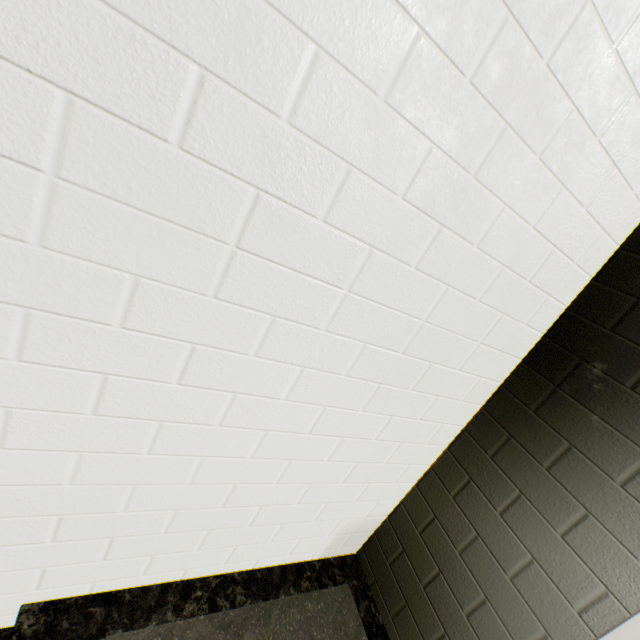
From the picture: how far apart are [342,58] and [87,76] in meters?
0.5 m
